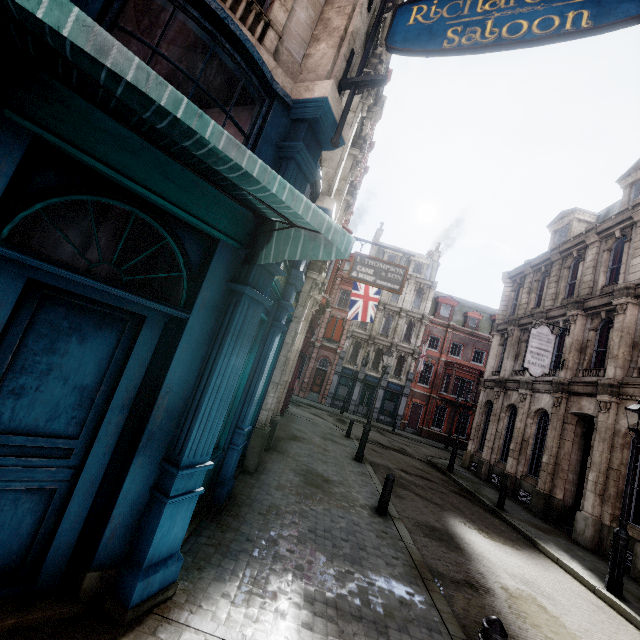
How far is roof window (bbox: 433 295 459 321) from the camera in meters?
36.4 m

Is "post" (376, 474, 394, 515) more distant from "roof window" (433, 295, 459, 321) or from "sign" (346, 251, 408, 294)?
"roof window" (433, 295, 459, 321)

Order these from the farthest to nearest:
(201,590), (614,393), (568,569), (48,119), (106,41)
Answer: (614,393)
(568,569)
(201,590)
(48,119)
(106,41)

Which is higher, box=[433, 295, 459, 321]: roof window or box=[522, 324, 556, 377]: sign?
box=[433, 295, 459, 321]: roof window

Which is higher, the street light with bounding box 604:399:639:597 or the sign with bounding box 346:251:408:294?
the sign with bounding box 346:251:408:294

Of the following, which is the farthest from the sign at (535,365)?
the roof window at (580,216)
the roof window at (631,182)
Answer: the roof window at (580,216)

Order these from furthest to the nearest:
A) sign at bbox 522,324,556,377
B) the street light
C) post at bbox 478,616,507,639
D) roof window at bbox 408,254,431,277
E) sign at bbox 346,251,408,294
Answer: roof window at bbox 408,254,431,277 < sign at bbox 522,324,556,377 < sign at bbox 346,251,408,294 < the street light < post at bbox 478,616,507,639

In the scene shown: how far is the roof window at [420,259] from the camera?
37.3m
